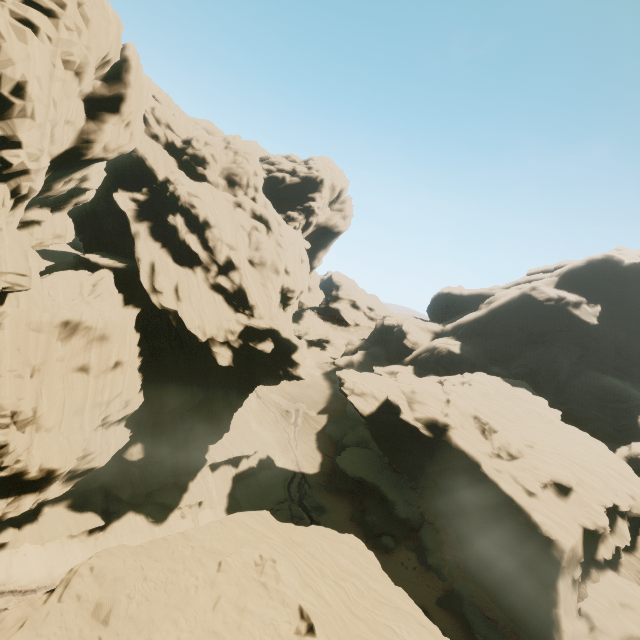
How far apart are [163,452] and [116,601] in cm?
1781

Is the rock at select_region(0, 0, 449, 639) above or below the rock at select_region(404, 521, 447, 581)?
above

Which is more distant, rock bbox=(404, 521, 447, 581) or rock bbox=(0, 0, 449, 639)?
rock bbox=(404, 521, 447, 581)

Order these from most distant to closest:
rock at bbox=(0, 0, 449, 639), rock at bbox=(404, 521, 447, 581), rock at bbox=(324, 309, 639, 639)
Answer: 1. rock at bbox=(404, 521, 447, 581)
2. rock at bbox=(324, 309, 639, 639)
3. rock at bbox=(0, 0, 449, 639)

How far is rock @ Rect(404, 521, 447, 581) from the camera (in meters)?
33.92

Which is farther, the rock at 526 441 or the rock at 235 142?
the rock at 526 441
